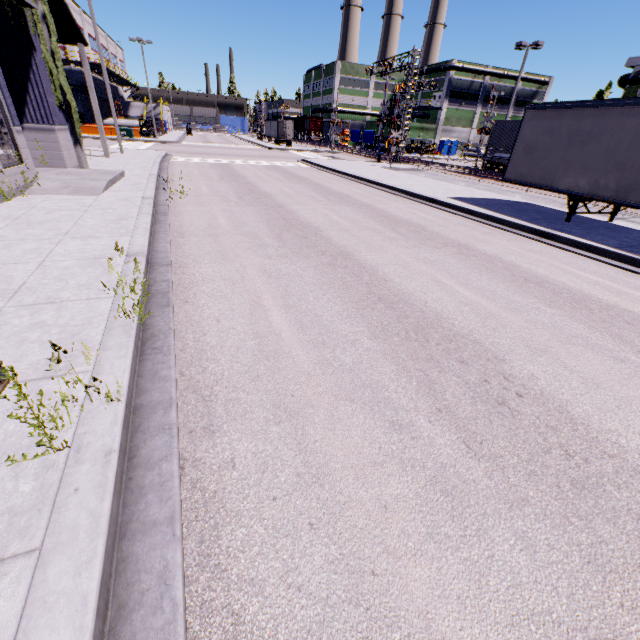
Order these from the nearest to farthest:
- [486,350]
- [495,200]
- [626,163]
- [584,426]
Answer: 1. [584,426]
2. [486,350]
3. [626,163]
4. [495,200]

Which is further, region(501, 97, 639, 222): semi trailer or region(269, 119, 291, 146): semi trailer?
region(269, 119, 291, 146): semi trailer

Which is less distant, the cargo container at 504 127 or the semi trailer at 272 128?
the cargo container at 504 127

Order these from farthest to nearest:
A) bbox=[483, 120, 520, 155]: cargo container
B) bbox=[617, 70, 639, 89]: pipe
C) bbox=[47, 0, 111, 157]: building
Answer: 1. bbox=[617, 70, 639, 89]: pipe
2. bbox=[483, 120, 520, 155]: cargo container
3. bbox=[47, 0, 111, 157]: building

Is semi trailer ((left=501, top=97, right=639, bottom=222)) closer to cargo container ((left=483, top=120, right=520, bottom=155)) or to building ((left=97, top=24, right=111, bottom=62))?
building ((left=97, top=24, right=111, bottom=62))

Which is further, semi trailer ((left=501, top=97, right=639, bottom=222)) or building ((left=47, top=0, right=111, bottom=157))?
building ((left=47, top=0, right=111, bottom=157))

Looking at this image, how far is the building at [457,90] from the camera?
58.3 meters

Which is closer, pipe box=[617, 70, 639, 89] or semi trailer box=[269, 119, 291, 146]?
pipe box=[617, 70, 639, 89]
